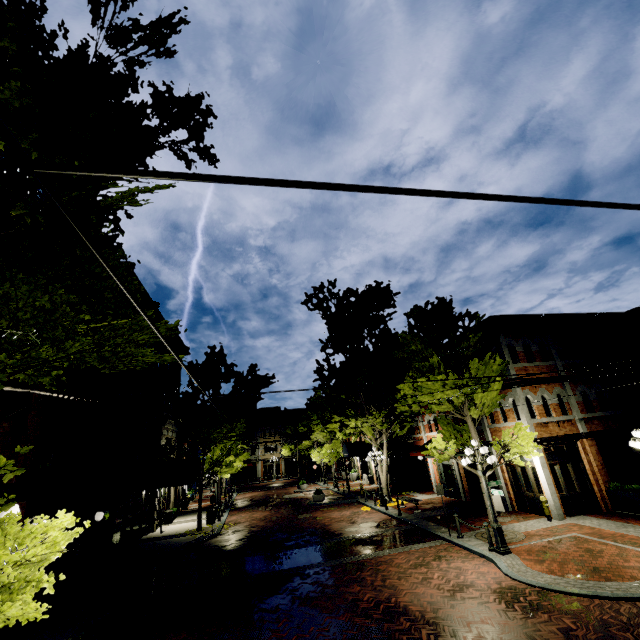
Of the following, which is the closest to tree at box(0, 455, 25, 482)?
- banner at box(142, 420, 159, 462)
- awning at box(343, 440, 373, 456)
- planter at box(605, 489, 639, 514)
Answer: awning at box(343, 440, 373, 456)

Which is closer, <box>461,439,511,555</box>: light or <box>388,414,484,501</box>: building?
<box>461,439,511,555</box>: light

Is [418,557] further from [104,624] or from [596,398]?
[596,398]

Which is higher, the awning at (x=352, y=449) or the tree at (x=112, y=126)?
the tree at (x=112, y=126)

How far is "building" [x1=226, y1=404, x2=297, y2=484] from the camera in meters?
55.7 m

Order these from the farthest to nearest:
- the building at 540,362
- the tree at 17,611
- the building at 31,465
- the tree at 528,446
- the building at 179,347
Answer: the building at 179,347 → the building at 540,362 → the tree at 528,446 → the building at 31,465 → the tree at 17,611

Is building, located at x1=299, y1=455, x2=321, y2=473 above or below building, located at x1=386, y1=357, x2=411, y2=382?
below

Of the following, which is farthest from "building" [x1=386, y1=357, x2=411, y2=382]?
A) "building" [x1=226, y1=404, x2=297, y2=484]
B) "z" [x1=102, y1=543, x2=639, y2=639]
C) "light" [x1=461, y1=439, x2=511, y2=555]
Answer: "building" [x1=226, y1=404, x2=297, y2=484]
